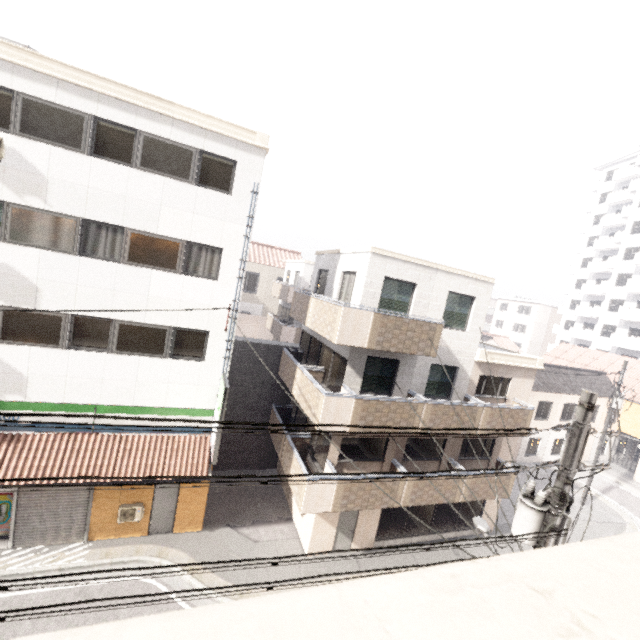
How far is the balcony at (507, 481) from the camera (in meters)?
14.15

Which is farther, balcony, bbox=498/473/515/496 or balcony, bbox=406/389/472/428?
balcony, bbox=498/473/515/496

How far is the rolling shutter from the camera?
10.5 meters

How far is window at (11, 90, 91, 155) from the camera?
8.91m

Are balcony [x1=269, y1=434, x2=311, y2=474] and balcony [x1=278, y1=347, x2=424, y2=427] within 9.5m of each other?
yes

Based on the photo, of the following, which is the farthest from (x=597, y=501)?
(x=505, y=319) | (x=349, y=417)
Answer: (x=505, y=319)

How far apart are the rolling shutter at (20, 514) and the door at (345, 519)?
8.9m

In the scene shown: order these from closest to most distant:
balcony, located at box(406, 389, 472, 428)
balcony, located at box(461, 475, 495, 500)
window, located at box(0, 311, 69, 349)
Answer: window, located at box(0, 311, 69, 349), balcony, located at box(406, 389, 472, 428), balcony, located at box(461, 475, 495, 500)
